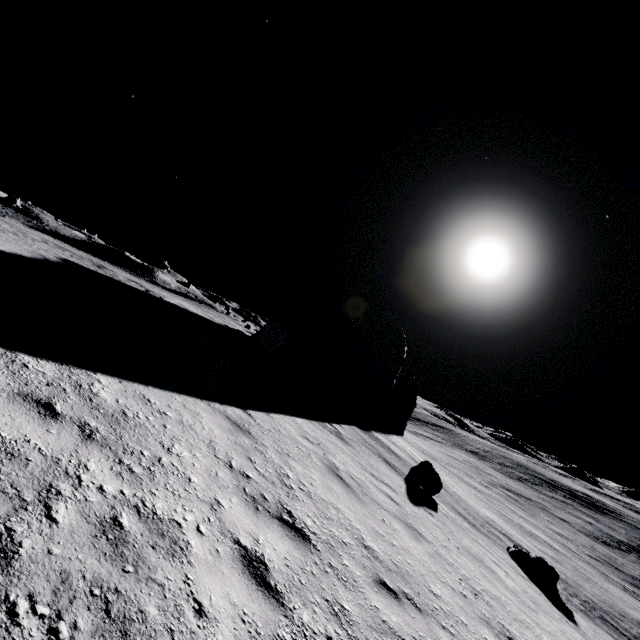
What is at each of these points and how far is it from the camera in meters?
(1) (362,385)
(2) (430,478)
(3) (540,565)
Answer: (1) stone, 18.9
(2) stone, 11.4
(3) stone, 10.9

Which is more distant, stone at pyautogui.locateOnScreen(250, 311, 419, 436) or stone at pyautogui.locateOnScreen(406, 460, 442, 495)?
stone at pyautogui.locateOnScreen(250, 311, 419, 436)

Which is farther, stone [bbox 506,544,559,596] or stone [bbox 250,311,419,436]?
stone [bbox 250,311,419,436]

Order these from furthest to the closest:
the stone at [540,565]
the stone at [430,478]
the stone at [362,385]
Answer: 1. the stone at [362,385]
2. the stone at [430,478]
3. the stone at [540,565]

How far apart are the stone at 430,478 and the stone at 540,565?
3.52m

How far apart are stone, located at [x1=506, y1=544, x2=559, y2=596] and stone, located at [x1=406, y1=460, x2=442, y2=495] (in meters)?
3.52

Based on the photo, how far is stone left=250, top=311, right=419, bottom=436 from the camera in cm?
1878

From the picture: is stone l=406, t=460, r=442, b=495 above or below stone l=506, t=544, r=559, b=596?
above
